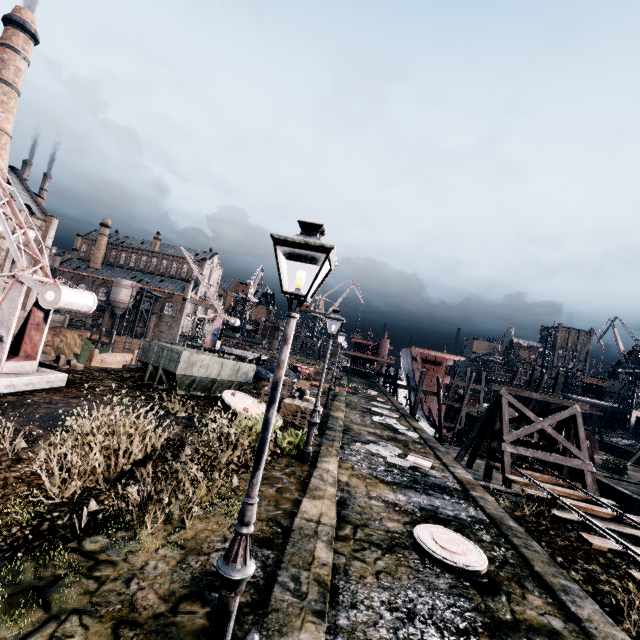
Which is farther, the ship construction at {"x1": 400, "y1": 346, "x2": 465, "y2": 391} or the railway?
the ship construction at {"x1": 400, "y1": 346, "x2": 465, "y2": 391}

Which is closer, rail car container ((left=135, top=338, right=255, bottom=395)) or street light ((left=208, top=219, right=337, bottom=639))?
street light ((left=208, top=219, right=337, bottom=639))

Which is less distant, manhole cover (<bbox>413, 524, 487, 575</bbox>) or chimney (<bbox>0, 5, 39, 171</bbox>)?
A: manhole cover (<bbox>413, 524, 487, 575</bbox>)

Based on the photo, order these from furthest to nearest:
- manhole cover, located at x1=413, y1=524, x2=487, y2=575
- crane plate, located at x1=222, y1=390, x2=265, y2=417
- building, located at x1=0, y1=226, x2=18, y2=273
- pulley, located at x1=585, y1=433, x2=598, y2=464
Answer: building, located at x1=0, y1=226, x2=18, y2=273 < pulley, located at x1=585, y1=433, x2=598, y2=464 < crane plate, located at x1=222, y1=390, x2=265, y2=417 < manhole cover, located at x1=413, y1=524, x2=487, y2=575

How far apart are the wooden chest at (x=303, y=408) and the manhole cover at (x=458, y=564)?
8.2m

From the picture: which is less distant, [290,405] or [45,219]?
[290,405]

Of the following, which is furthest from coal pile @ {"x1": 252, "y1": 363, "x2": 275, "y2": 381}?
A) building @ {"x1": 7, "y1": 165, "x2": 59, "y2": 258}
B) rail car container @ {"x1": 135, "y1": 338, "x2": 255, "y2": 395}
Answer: building @ {"x1": 7, "y1": 165, "x2": 59, "y2": 258}

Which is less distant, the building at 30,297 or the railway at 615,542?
the railway at 615,542
